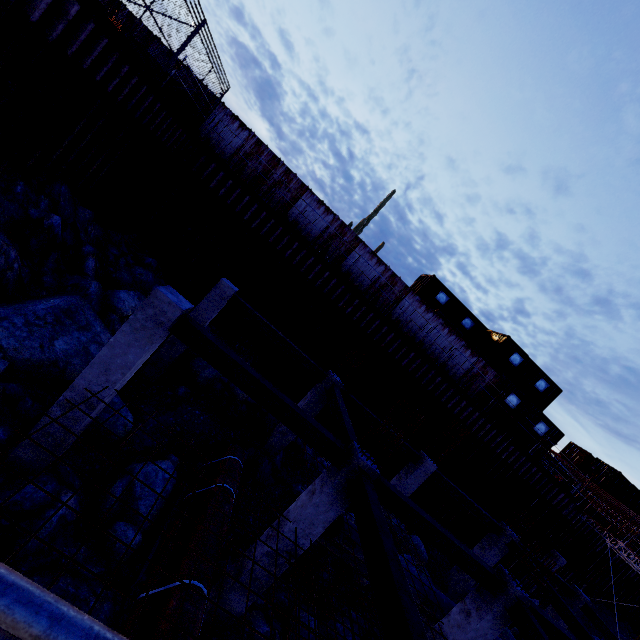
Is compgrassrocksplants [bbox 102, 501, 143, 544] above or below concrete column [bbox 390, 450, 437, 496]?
below

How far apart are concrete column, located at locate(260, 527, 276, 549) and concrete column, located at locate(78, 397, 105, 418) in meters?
4.3 m

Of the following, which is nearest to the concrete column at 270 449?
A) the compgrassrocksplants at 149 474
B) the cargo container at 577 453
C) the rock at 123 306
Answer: the compgrassrocksplants at 149 474

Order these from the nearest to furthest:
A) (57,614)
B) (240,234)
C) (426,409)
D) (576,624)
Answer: (57,614) < (576,624) < (240,234) < (426,409)

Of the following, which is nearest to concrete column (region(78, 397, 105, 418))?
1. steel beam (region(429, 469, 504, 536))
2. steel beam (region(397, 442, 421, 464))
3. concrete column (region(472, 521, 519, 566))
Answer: steel beam (region(397, 442, 421, 464))

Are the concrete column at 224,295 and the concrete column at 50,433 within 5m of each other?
yes

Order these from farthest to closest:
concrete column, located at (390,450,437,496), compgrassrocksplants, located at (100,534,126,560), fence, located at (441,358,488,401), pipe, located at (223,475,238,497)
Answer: fence, located at (441,358,488,401) → concrete column, located at (390,450,437,496) → pipe, located at (223,475,238,497) → compgrassrocksplants, located at (100,534,126,560)

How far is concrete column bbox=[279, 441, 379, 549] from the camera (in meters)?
6.48
